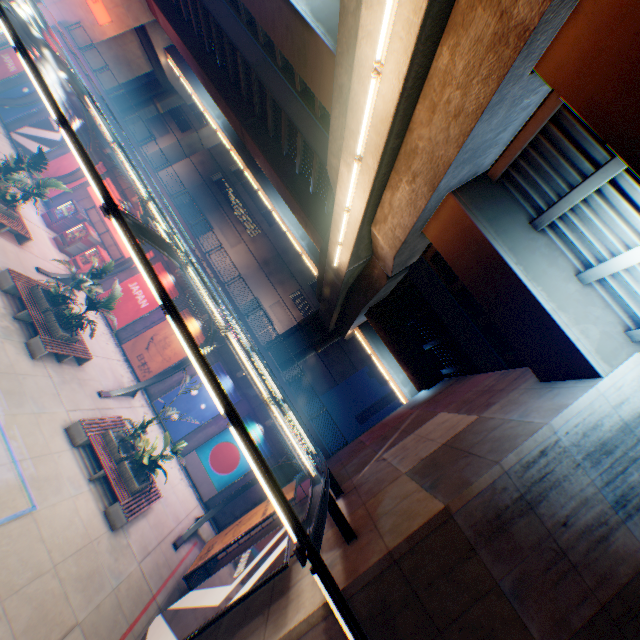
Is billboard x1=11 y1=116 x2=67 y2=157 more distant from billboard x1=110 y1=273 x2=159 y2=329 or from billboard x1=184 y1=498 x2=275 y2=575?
billboard x1=184 y1=498 x2=275 y2=575

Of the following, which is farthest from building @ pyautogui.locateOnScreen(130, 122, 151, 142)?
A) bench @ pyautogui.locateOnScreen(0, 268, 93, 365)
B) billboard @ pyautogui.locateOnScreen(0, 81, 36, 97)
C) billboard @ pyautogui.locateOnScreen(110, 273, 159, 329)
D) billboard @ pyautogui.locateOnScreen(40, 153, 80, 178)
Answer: bench @ pyautogui.locateOnScreen(0, 268, 93, 365)

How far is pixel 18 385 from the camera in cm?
1059

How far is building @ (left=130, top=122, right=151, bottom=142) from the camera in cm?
4781

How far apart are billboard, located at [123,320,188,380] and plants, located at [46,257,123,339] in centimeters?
516cm

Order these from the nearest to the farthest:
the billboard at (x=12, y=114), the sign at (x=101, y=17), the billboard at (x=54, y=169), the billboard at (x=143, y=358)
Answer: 1. the billboard at (x=143, y=358)
2. the billboard at (x=54, y=169)
3. the billboard at (x=12, y=114)
4. the sign at (x=101, y=17)

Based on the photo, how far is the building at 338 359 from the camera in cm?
3944
